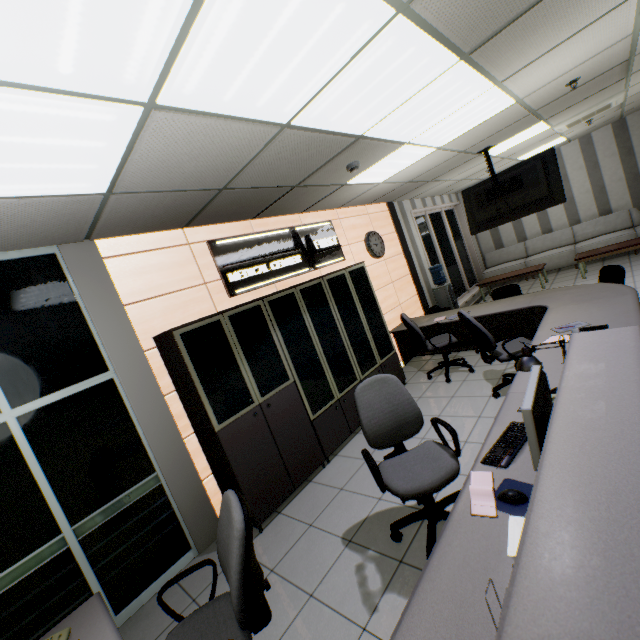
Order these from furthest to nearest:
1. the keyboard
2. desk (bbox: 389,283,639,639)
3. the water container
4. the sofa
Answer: the sofa
the water container
the keyboard
desk (bbox: 389,283,639,639)

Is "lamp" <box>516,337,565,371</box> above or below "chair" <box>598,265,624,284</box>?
above

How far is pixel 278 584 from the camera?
2.6 meters

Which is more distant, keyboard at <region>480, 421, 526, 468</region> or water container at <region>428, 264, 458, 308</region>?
water container at <region>428, 264, 458, 308</region>

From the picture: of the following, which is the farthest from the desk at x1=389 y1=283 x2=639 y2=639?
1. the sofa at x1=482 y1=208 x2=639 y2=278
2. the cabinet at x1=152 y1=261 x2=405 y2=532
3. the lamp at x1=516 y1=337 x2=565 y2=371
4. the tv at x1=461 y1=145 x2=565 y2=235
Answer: the sofa at x1=482 y1=208 x2=639 y2=278

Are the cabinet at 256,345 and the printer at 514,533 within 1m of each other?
no

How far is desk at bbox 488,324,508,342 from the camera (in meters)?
5.51

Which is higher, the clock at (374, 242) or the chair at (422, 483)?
the clock at (374, 242)
